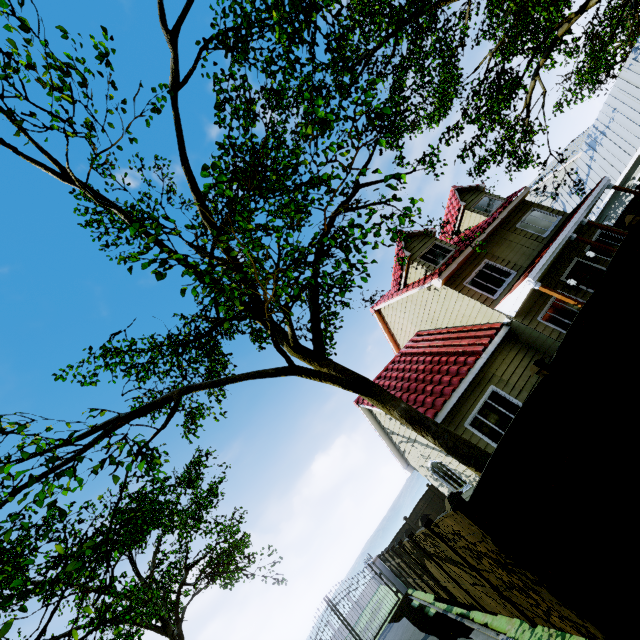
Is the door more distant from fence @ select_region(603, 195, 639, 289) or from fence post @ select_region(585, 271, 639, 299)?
fence post @ select_region(585, 271, 639, 299)

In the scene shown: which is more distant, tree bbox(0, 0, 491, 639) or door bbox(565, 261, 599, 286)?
door bbox(565, 261, 599, 286)

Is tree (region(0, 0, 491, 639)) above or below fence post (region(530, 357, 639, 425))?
above

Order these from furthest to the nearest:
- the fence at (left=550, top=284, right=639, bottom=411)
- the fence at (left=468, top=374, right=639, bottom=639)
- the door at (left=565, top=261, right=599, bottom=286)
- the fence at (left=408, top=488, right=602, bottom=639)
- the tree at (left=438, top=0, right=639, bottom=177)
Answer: the door at (left=565, top=261, right=599, bottom=286), the tree at (left=438, top=0, right=639, bottom=177), the fence at (left=550, top=284, right=639, bottom=411), the fence at (left=408, top=488, right=602, bottom=639), the fence at (left=468, top=374, right=639, bottom=639)

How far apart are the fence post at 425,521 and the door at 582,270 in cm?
1153

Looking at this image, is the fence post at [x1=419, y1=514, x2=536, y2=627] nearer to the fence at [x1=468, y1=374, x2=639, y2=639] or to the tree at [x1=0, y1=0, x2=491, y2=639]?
the fence at [x1=468, y1=374, x2=639, y2=639]

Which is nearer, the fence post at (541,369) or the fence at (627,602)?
the fence at (627,602)

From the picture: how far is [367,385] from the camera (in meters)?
8.98
